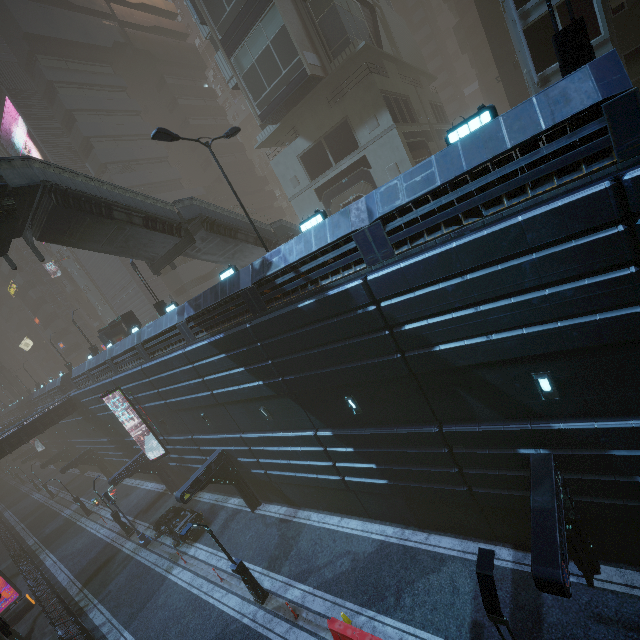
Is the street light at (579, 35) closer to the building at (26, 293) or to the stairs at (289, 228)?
the building at (26, 293)

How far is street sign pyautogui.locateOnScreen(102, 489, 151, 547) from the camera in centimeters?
2316cm

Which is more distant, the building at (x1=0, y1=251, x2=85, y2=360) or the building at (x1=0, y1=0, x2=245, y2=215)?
the building at (x1=0, y1=251, x2=85, y2=360)

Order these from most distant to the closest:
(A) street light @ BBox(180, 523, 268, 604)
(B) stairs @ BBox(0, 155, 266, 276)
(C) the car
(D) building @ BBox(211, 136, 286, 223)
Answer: (D) building @ BBox(211, 136, 286, 223)
(C) the car
(A) street light @ BBox(180, 523, 268, 604)
(B) stairs @ BBox(0, 155, 266, 276)

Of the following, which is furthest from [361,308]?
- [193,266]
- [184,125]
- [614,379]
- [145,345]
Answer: [184,125]

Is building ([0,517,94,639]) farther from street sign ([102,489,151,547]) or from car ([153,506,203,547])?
street sign ([102,489,151,547])

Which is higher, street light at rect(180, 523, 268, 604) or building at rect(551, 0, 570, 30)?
building at rect(551, 0, 570, 30)

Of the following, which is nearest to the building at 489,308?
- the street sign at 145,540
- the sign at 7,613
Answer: the sign at 7,613
